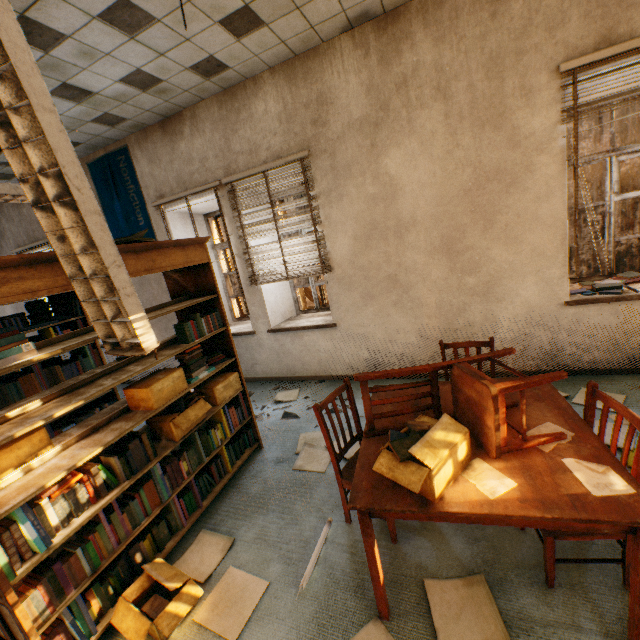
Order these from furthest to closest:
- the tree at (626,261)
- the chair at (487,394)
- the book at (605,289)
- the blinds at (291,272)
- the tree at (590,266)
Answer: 1. the tree at (590,266)
2. the tree at (626,261)
3. the blinds at (291,272)
4. the book at (605,289)
5. the chair at (487,394)

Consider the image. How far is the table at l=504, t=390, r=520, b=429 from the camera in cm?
183

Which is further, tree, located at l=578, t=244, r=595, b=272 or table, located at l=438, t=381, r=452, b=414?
tree, located at l=578, t=244, r=595, b=272

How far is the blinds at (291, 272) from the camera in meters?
4.0 m

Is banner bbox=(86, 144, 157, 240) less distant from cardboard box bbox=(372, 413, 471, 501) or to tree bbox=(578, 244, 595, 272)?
cardboard box bbox=(372, 413, 471, 501)

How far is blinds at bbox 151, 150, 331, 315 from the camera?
4.00m

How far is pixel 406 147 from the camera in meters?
3.5

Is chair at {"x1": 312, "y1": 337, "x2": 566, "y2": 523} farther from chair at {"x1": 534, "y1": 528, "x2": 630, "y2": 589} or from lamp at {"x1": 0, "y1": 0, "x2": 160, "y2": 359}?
lamp at {"x1": 0, "y1": 0, "x2": 160, "y2": 359}
